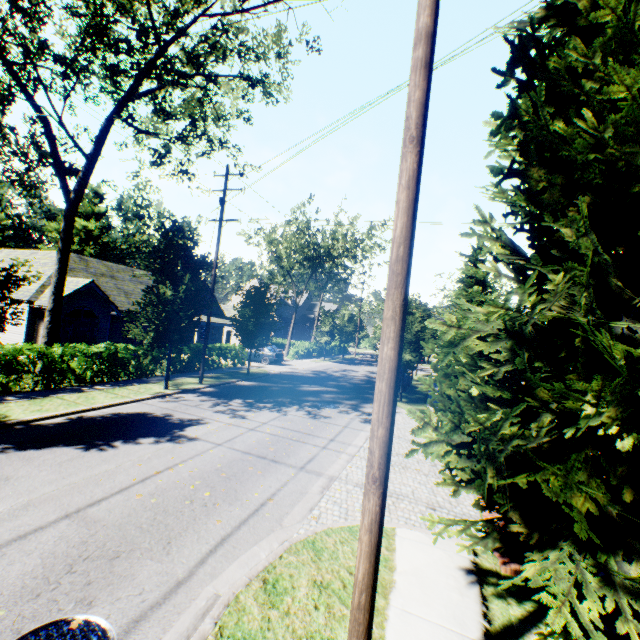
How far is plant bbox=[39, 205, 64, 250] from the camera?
53.74m

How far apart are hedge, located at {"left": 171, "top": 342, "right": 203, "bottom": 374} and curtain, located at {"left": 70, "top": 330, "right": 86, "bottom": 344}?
8.2 meters

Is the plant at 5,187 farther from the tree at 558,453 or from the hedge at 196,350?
the hedge at 196,350

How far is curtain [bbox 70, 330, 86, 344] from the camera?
22.4m

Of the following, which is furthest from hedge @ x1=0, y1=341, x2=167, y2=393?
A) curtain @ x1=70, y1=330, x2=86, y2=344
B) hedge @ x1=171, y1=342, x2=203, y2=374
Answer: curtain @ x1=70, y1=330, x2=86, y2=344

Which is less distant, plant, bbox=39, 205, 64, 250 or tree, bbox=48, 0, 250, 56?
tree, bbox=48, 0, 250, 56

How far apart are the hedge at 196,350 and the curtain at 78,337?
8.2m

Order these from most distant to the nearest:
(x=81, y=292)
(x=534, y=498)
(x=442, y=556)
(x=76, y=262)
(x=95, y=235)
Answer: (x=95, y=235), (x=76, y=262), (x=81, y=292), (x=442, y=556), (x=534, y=498)
